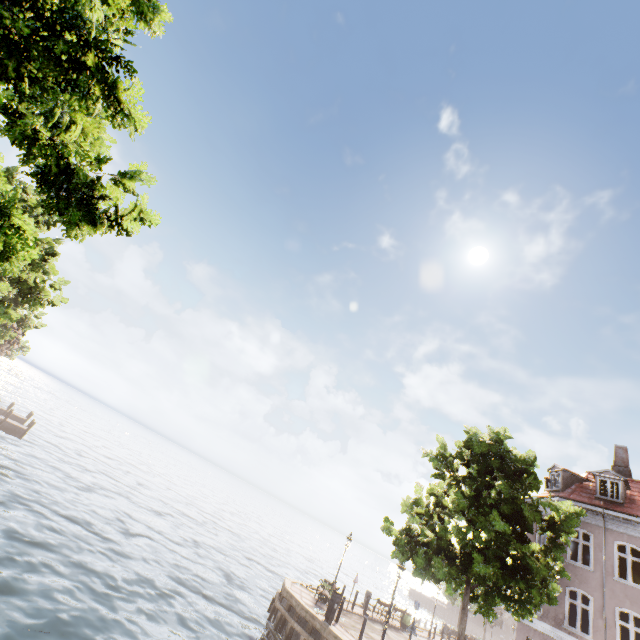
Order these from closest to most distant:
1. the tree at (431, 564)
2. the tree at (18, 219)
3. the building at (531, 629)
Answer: the tree at (18, 219) < the tree at (431, 564) < the building at (531, 629)

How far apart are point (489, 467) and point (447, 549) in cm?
407

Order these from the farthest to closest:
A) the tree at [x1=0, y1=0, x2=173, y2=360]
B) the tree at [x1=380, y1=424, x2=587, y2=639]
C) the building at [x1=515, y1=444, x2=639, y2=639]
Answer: the building at [x1=515, y1=444, x2=639, y2=639] → the tree at [x1=380, y1=424, x2=587, y2=639] → the tree at [x1=0, y1=0, x2=173, y2=360]

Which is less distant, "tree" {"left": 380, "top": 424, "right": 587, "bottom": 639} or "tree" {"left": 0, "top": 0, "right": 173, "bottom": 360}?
"tree" {"left": 0, "top": 0, "right": 173, "bottom": 360}

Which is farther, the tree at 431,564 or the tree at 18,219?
the tree at 431,564

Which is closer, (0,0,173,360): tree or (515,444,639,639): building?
(0,0,173,360): tree
